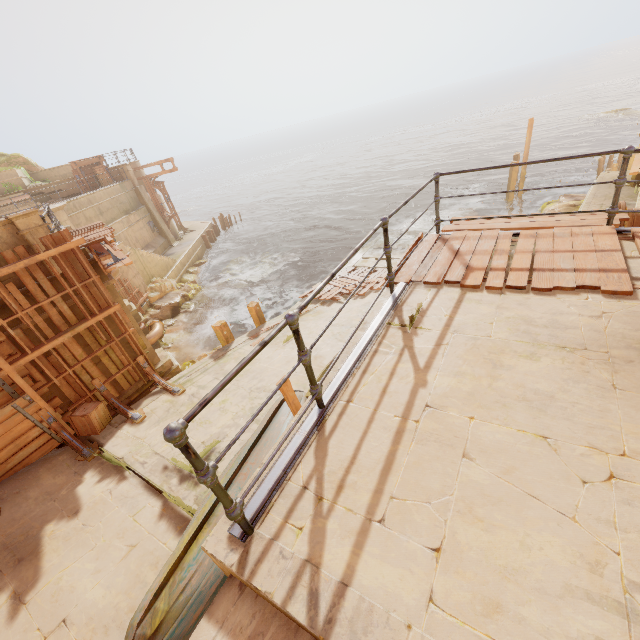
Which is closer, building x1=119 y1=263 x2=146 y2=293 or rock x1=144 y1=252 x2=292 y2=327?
building x1=119 y1=263 x2=146 y2=293

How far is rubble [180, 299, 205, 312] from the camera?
19.80m

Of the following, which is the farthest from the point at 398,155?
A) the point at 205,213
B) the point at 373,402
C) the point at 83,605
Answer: the point at 83,605

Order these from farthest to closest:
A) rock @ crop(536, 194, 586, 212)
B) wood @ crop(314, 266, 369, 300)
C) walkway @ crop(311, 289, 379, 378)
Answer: rock @ crop(536, 194, 586, 212) → wood @ crop(314, 266, 369, 300) → walkway @ crop(311, 289, 379, 378)

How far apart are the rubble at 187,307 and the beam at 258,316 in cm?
742

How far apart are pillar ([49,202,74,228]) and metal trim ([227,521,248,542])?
19.5m

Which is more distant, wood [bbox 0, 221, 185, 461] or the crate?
the crate

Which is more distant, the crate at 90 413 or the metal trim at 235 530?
the crate at 90 413
